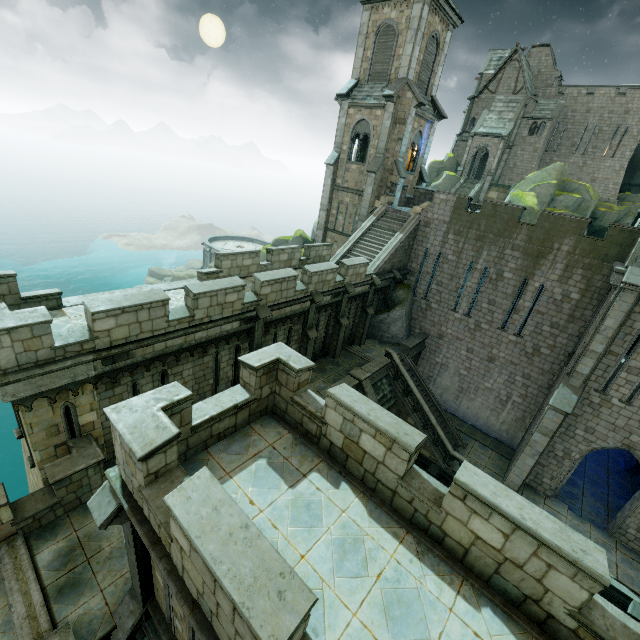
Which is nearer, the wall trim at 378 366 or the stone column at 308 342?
the stone column at 308 342

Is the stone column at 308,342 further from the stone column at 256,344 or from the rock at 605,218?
the rock at 605,218

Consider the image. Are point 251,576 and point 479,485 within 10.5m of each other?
yes

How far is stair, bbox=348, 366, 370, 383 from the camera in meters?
17.1

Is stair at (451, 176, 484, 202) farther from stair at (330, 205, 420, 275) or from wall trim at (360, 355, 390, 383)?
wall trim at (360, 355, 390, 383)

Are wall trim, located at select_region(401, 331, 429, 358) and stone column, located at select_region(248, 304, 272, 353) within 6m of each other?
no

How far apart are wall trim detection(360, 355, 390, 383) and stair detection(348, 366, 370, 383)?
0.0 meters

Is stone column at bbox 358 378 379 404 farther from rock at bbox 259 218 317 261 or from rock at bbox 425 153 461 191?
rock at bbox 259 218 317 261
